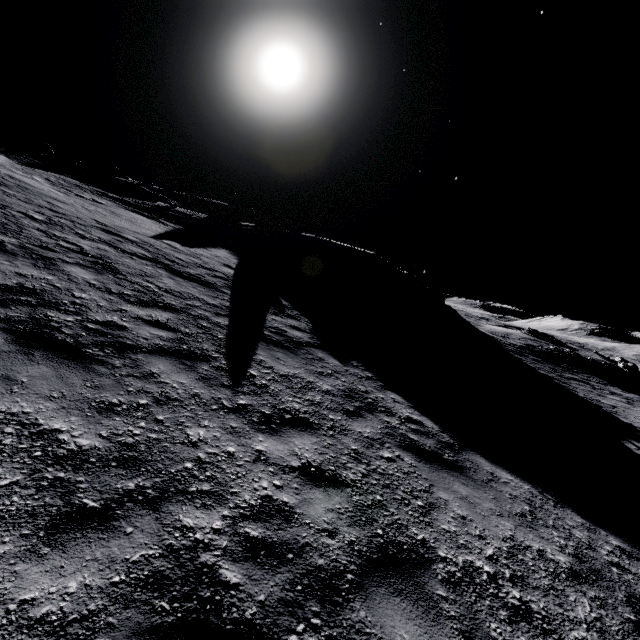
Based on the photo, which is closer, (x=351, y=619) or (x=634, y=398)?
(x=351, y=619)

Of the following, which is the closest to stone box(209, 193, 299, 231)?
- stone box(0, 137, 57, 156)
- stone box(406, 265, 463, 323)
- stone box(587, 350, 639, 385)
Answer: stone box(0, 137, 57, 156)

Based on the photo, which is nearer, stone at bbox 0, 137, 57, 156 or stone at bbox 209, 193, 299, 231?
stone at bbox 0, 137, 57, 156

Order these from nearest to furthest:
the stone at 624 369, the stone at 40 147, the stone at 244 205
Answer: the stone at 40 147 → the stone at 244 205 → the stone at 624 369

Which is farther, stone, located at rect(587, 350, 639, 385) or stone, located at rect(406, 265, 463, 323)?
stone, located at rect(587, 350, 639, 385)

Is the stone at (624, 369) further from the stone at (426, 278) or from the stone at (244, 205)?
the stone at (244, 205)

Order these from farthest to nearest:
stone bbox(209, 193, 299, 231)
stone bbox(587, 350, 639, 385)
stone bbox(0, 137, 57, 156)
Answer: stone bbox(587, 350, 639, 385) → stone bbox(209, 193, 299, 231) → stone bbox(0, 137, 57, 156)

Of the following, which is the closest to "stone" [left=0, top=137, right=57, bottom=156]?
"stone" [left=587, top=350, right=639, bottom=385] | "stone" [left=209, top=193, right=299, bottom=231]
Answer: "stone" [left=209, top=193, right=299, bottom=231]
